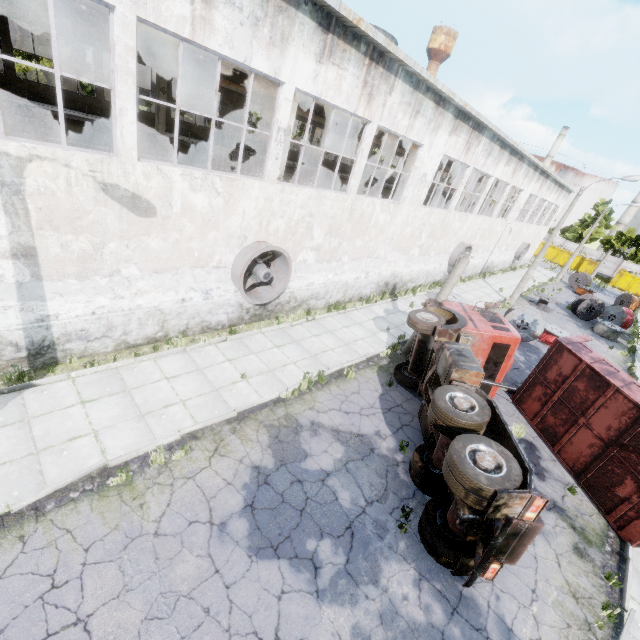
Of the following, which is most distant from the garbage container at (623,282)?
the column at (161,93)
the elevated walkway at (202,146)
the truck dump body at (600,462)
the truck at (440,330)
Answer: the column at (161,93)

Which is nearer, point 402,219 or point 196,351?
point 196,351

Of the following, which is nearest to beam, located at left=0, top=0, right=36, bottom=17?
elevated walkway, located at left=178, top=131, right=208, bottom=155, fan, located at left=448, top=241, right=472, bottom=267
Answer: elevated walkway, located at left=178, top=131, right=208, bottom=155

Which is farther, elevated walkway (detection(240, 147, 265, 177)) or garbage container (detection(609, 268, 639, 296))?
garbage container (detection(609, 268, 639, 296))

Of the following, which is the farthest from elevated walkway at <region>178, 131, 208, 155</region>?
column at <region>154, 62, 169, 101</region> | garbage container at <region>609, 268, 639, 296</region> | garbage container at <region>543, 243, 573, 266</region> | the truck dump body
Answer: garbage container at <region>609, 268, 639, 296</region>

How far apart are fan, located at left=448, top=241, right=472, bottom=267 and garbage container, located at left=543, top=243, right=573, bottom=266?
39.63m

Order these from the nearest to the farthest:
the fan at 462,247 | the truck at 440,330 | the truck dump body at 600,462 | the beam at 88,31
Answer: the truck at 440,330
the truck dump body at 600,462
the beam at 88,31
the fan at 462,247

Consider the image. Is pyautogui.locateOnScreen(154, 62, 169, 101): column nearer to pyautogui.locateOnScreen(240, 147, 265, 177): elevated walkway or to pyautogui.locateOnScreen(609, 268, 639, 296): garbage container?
pyautogui.locateOnScreen(240, 147, 265, 177): elevated walkway
